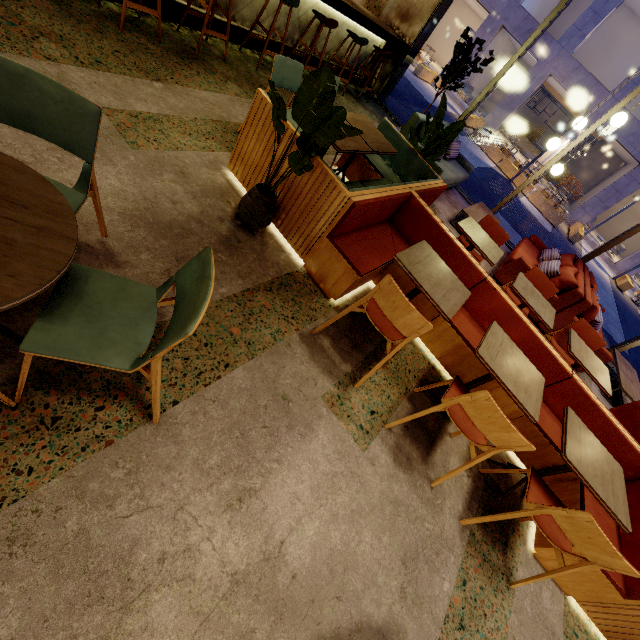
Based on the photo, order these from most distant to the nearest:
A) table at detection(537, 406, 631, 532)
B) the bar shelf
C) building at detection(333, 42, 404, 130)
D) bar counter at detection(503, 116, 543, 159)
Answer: bar counter at detection(503, 116, 543, 159) < the bar shelf < building at detection(333, 42, 404, 130) < table at detection(537, 406, 631, 532)

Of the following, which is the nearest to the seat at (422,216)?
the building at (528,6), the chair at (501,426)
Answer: the chair at (501,426)

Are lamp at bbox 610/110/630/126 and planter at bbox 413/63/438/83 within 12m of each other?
no

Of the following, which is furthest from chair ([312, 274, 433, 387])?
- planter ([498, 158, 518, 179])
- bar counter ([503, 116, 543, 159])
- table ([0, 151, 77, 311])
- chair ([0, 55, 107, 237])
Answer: bar counter ([503, 116, 543, 159])

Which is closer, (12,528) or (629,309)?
(12,528)

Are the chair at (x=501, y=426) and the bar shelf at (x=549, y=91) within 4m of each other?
no

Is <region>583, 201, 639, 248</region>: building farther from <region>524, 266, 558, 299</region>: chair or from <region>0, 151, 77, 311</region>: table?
<region>0, 151, 77, 311</region>: table

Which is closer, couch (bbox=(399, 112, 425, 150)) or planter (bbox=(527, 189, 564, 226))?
couch (bbox=(399, 112, 425, 150))
